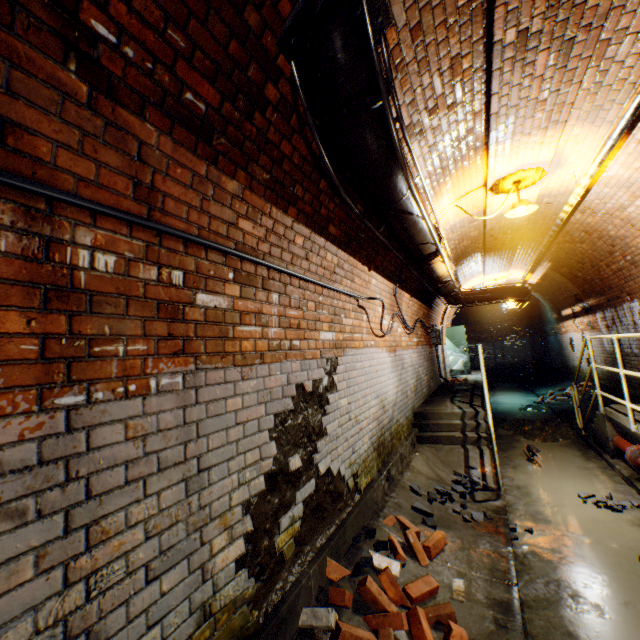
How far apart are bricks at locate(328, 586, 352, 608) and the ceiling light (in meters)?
4.84

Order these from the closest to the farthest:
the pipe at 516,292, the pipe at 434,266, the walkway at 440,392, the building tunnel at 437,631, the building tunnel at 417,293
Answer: the building tunnel at 437,631, the pipe at 434,266, the building tunnel at 417,293, the walkway at 440,392, the pipe at 516,292

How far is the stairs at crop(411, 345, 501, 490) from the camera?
5.0 meters

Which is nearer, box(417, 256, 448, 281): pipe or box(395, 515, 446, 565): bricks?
box(395, 515, 446, 565): bricks

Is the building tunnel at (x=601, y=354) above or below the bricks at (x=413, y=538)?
above

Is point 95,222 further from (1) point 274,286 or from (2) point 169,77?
(1) point 274,286

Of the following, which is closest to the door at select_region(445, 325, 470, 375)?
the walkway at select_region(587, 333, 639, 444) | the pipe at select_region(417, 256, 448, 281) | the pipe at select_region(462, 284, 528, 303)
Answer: the walkway at select_region(587, 333, 639, 444)

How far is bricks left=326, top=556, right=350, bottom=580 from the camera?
2.6 meters
